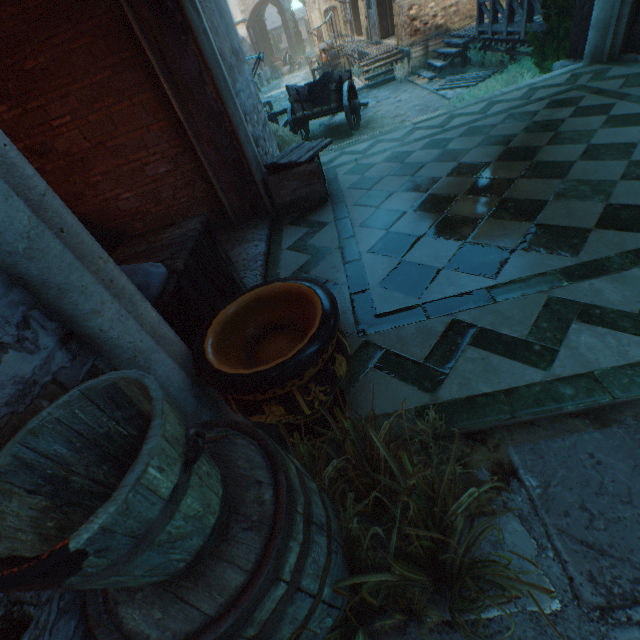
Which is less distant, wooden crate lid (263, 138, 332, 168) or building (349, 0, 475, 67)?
wooden crate lid (263, 138, 332, 168)

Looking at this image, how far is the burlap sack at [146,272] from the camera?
1.74m

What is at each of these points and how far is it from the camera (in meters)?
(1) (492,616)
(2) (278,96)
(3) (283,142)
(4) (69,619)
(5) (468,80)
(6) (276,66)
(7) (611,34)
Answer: (1) ground pavers, 1.30
(2) ground stones, 22.31
(3) plants, 9.02
(4) building, 0.92
(5) pallet, 10.70
(6) cart, 32.91
(7) building, 5.17

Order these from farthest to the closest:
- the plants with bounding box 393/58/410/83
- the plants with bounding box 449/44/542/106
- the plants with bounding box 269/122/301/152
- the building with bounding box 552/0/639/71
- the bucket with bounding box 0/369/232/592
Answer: the plants with bounding box 393/58/410/83 → the plants with bounding box 269/122/301/152 → the plants with bounding box 449/44/542/106 → the building with bounding box 552/0/639/71 → the bucket with bounding box 0/369/232/592

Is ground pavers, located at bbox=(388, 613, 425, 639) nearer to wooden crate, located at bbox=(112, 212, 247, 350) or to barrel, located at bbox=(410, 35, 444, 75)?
wooden crate, located at bbox=(112, 212, 247, 350)

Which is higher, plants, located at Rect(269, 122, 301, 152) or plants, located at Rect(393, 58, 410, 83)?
plants, located at Rect(269, 122, 301, 152)

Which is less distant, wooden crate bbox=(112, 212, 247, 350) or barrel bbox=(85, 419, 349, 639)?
barrel bbox=(85, 419, 349, 639)

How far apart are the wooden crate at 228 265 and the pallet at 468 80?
11.3 meters
